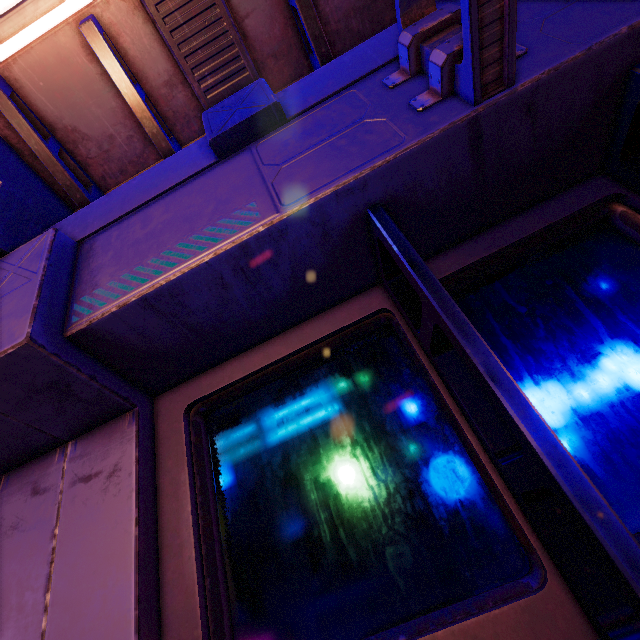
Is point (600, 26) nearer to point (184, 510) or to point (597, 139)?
point (597, 139)
